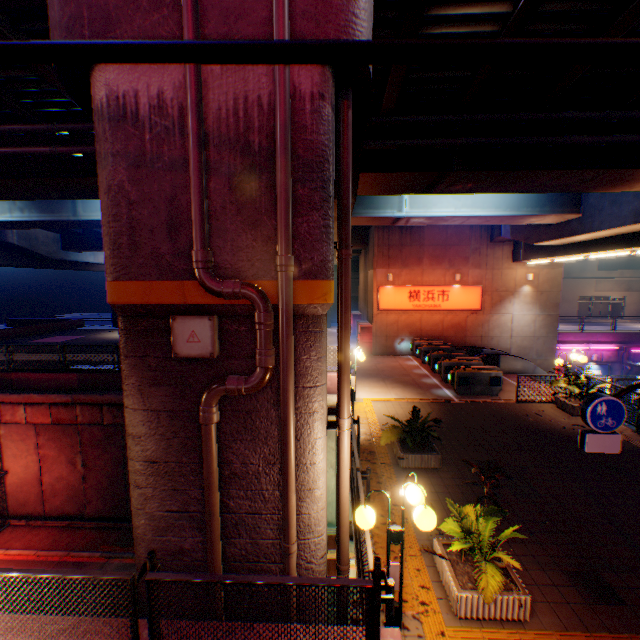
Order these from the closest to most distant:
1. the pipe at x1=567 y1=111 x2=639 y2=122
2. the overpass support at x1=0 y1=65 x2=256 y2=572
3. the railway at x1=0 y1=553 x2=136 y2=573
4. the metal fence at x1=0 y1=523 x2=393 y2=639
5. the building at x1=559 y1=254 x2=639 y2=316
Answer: the metal fence at x1=0 y1=523 x2=393 y2=639 → the overpass support at x1=0 y1=65 x2=256 y2=572 → the pipe at x1=567 y1=111 x2=639 y2=122 → the railway at x1=0 y1=553 x2=136 y2=573 → the building at x1=559 y1=254 x2=639 y2=316

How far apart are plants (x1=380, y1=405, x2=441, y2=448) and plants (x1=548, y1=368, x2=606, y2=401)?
5.4m

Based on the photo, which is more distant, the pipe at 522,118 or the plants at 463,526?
the pipe at 522,118

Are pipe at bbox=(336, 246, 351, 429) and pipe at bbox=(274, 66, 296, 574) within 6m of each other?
yes

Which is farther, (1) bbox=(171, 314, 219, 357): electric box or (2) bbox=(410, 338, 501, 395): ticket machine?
(2) bbox=(410, 338, 501, 395): ticket machine

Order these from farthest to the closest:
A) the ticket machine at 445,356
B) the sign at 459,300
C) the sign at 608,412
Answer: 1. the sign at 459,300
2. the ticket machine at 445,356
3. the sign at 608,412

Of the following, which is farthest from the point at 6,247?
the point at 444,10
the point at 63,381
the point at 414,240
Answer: the point at 444,10

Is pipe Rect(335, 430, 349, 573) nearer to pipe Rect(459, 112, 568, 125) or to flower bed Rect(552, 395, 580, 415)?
pipe Rect(459, 112, 568, 125)
